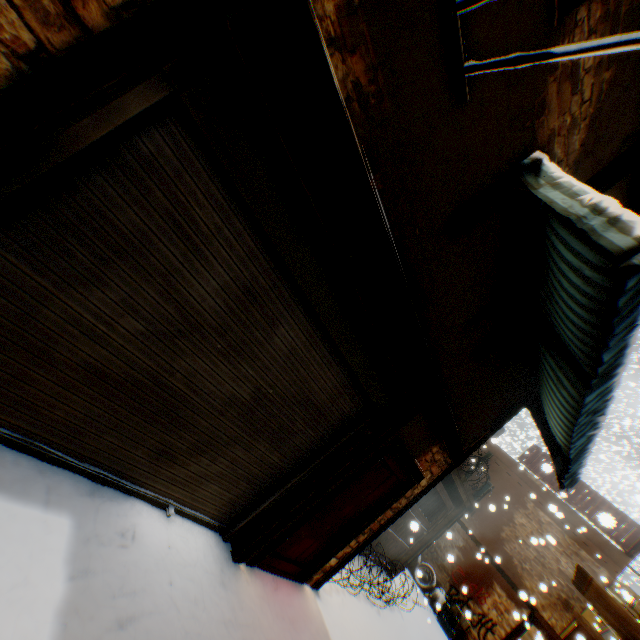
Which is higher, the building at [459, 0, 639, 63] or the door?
the building at [459, 0, 639, 63]

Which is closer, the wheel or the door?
the door

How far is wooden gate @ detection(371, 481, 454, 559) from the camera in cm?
908

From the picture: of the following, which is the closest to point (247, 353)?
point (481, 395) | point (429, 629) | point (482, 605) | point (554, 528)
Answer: point (481, 395)

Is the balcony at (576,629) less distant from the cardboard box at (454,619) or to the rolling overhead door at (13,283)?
the cardboard box at (454,619)

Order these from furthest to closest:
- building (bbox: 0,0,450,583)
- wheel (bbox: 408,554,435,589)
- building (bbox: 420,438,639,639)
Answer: wheel (bbox: 408,554,435,589)
building (bbox: 420,438,639,639)
building (bbox: 0,0,450,583)

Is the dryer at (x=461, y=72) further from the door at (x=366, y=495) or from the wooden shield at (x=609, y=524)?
the wooden shield at (x=609, y=524)

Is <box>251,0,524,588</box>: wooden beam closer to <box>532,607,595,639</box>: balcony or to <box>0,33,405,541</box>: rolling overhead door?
<box>0,33,405,541</box>: rolling overhead door
